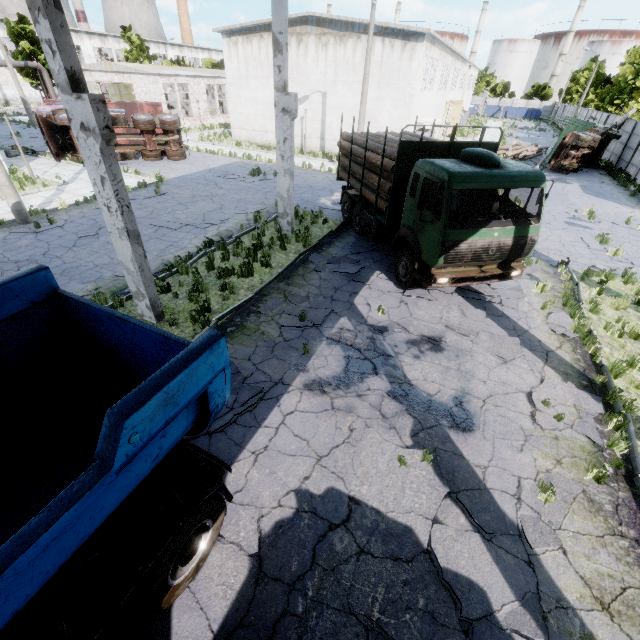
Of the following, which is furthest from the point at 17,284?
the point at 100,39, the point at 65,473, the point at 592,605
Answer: the point at 100,39

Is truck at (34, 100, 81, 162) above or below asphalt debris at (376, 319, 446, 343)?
above

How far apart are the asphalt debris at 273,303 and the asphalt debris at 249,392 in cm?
170

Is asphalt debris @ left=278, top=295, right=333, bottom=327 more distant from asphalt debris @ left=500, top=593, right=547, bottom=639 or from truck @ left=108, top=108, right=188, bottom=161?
truck @ left=108, top=108, right=188, bottom=161

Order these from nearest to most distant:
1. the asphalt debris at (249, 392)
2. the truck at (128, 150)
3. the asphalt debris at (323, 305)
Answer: the asphalt debris at (249, 392), the asphalt debris at (323, 305), the truck at (128, 150)

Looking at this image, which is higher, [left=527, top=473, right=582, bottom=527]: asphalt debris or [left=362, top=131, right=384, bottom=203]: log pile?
[left=362, top=131, right=384, bottom=203]: log pile

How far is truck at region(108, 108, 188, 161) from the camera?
21.3m

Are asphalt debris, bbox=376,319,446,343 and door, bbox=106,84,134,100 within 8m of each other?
no
